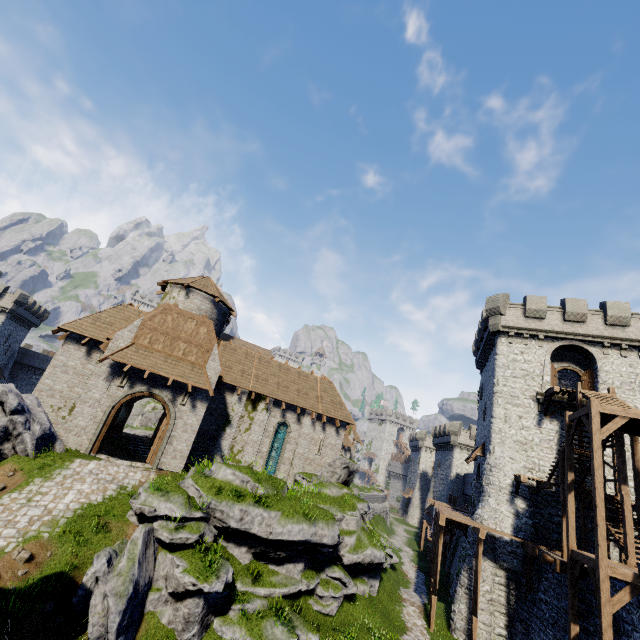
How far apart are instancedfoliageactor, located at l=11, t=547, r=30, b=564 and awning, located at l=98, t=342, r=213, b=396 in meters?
8.8 m

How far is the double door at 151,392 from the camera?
17.23m

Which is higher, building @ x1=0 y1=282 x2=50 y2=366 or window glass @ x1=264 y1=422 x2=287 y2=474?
building @ x1=0 y1=282 x2=50 y2=366

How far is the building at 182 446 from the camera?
18.77m

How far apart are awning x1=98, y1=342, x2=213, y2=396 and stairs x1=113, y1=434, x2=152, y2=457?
11.2m

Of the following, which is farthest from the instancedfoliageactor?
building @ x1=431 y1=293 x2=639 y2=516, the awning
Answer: building @ x1=431 y1=293 x2=639 y2=516

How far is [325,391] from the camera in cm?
2783

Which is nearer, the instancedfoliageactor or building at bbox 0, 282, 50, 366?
the instancedfoliageactor
